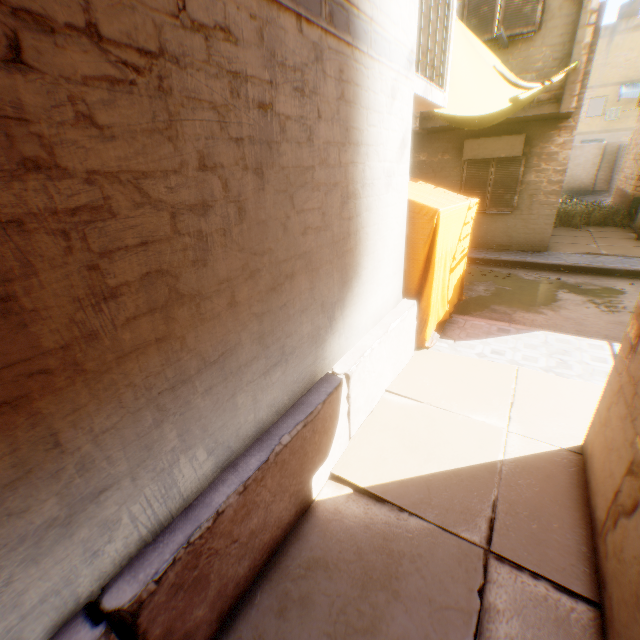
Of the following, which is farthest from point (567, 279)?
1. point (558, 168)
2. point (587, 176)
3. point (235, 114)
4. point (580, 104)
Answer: point (587, 176)

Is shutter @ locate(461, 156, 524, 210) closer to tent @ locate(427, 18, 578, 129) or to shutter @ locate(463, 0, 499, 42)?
tent @ locate(427, 18, 578, 129)

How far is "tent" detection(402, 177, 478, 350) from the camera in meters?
4.3 m

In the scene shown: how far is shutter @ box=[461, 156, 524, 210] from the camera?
9.8 meters

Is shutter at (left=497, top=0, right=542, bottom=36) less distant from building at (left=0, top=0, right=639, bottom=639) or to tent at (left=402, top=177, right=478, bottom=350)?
building at (left=0, top=0, right=639, bottom=639)

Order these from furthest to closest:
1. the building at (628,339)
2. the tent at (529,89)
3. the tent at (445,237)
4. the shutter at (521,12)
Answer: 1. the shutter at (521,12)
2. the tent at (529,89)
3. the tent at (445,237)
4. the building at (628,339)

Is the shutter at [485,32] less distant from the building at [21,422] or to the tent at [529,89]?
the building at [21,422]
